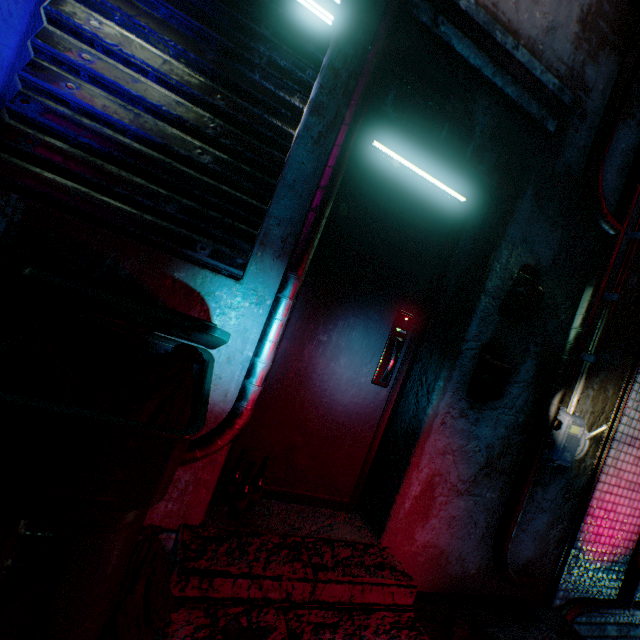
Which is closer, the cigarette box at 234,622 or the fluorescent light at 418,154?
the cigarette box at 234,622

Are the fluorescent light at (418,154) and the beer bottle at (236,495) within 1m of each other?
no

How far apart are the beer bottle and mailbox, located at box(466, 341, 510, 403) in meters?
1.2 m

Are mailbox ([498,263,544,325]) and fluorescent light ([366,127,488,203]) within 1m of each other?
yes

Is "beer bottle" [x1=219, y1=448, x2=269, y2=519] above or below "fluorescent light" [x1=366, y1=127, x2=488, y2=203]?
below

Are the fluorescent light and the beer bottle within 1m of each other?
no

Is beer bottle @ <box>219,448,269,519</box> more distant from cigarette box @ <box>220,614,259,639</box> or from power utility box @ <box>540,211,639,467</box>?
power utility box @ <box>540,211,639,467</box>

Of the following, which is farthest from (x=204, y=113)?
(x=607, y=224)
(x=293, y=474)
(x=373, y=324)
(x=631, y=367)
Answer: (x=631, y=367)
